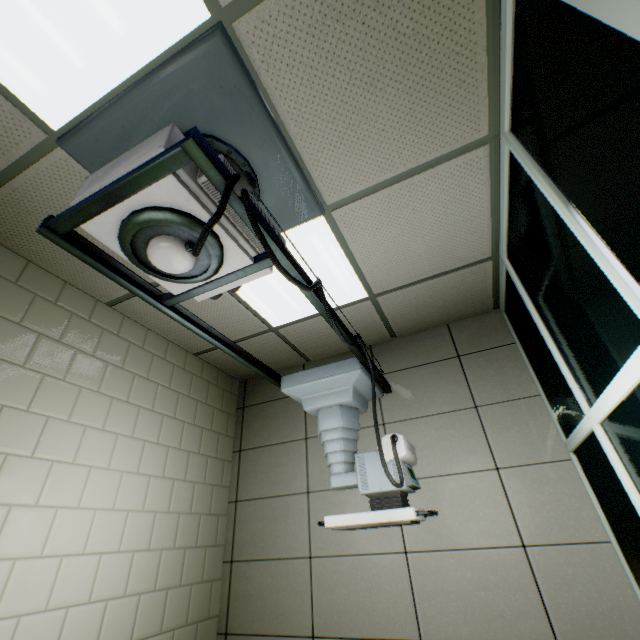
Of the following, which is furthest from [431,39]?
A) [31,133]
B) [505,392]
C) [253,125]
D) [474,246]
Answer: [505,392]

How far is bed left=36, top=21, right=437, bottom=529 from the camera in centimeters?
119cm

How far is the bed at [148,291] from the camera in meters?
1.2 m
